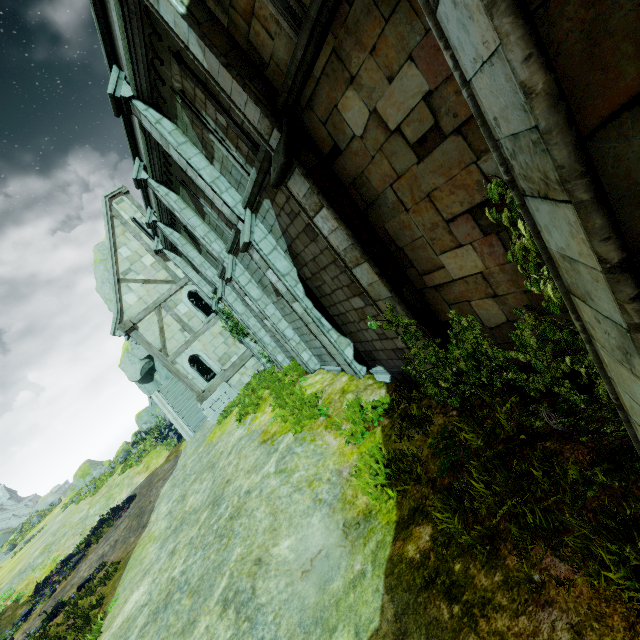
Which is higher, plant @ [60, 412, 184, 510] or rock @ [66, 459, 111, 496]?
rock @ [66, 459, 111, 496]

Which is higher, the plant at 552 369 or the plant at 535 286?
the plant at 535 286

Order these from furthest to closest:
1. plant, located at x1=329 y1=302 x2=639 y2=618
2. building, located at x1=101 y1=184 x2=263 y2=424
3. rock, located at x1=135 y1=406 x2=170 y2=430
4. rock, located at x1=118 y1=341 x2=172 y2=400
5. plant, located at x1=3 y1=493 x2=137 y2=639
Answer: rock, located at x1=135 y1=406 x2=170 y2=430
rock, located at x1=118 y1=341 x2=172 y2=400
building, located at x1=101 y1=184 x2=263 y2=424
plant, located at x1=3 y1=493 x2=137 y2=639
plant, located at x1=329 y1=302 x2=639 y2=618

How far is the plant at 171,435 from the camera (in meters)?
25.19

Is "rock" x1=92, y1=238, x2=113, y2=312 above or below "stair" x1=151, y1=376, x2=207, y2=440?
above

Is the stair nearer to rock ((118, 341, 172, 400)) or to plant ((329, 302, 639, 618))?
rock ((118, 341, 172, 400))

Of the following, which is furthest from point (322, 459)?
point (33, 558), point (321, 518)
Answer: point (33, 558)

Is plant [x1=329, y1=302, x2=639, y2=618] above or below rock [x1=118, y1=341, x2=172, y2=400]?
below
